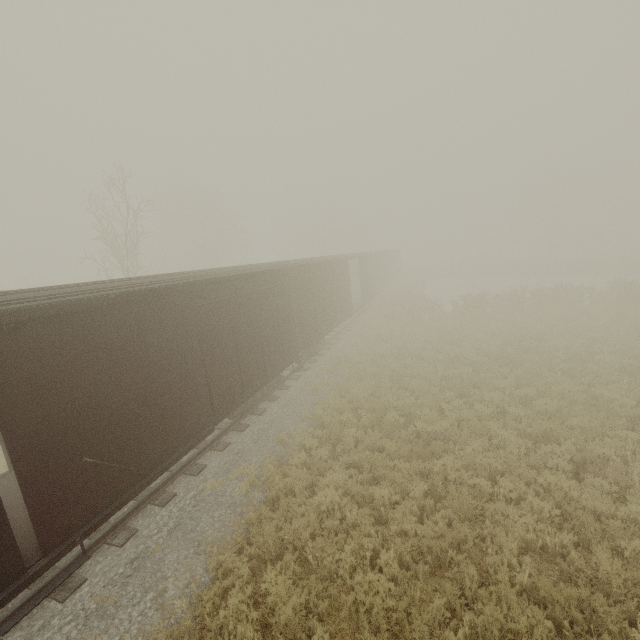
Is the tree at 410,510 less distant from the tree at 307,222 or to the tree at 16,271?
the tree at 307,222

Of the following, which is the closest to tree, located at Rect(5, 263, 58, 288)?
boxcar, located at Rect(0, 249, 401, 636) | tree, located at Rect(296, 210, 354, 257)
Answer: tree, located at Rect(296, 210, 354, 257)

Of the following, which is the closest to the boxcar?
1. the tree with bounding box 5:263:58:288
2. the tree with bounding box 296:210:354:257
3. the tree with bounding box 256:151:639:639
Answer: the tree with bounding box 256:151:639:639

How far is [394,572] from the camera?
5.50m

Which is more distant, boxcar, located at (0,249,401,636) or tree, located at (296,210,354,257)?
tree, located at (296,210,354,257)

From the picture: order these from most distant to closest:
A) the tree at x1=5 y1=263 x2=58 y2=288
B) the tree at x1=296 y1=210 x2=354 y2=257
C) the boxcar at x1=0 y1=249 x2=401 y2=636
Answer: the tree at x1=5 y1=263 x2=58 y2=288, the tree at x1=296 y1=210 x2=354 y2=257, the boxcar at x1=0 y1=249 x2=401 y2=636

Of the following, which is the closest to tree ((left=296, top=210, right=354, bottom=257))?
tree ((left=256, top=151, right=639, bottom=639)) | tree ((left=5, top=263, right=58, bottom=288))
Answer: tree ((left=256, top=151, right=639, bottom=639))

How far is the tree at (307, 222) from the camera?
46.2 meters
